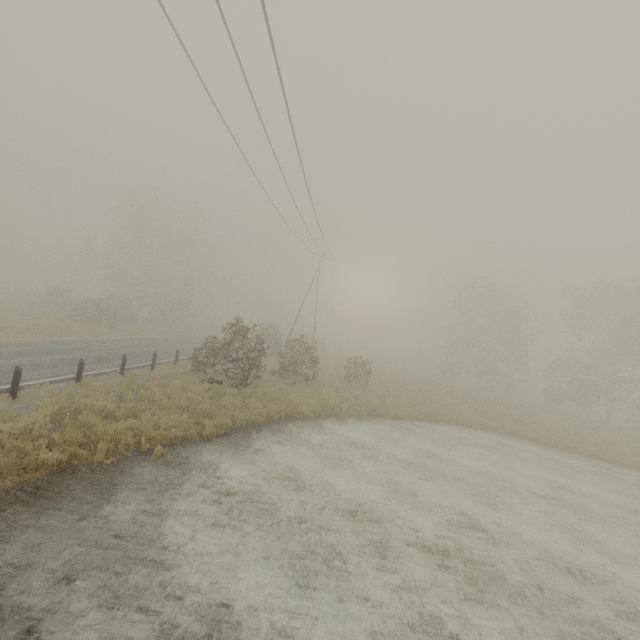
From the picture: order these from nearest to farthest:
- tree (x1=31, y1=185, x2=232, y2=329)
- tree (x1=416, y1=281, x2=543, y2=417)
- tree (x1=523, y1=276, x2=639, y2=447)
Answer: tree (x1=523, y1=276, x2=639, y2=447)
tree (x1=416, y1=281, x2=543, y2=417)
tree (x1=31, y1=185, x2=232, y2=329)

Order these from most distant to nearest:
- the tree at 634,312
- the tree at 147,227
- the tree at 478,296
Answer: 1. the tree at 147,227
2. the tree at 478,296
3. the tree at 634,312

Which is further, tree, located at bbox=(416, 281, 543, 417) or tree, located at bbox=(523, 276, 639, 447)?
tree, located at bbox=(416, 281, 543, 417)

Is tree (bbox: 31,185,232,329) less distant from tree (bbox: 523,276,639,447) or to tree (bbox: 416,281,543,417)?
tree (bbox: 416,281,543,417)

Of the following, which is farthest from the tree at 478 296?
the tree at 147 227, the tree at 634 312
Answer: the tree at 147 227

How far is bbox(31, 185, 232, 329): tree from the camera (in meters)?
35.50

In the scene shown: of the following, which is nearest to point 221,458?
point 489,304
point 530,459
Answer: point 530,459

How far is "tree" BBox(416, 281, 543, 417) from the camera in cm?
3397
